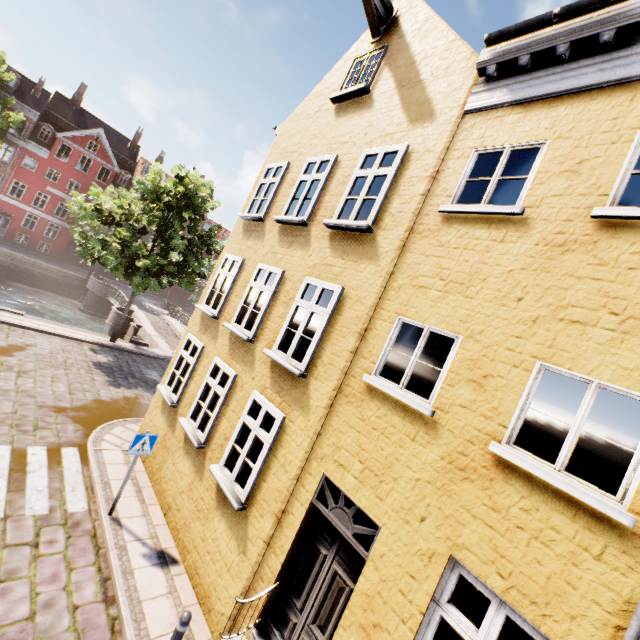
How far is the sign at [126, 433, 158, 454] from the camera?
6.80m

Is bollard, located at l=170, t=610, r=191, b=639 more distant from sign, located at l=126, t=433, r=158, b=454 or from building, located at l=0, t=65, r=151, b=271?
building, located at l=0, t=65, r=151, b=271

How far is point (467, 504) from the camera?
3.7m

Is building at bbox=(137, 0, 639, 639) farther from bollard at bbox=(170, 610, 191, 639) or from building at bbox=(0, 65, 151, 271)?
building at bbox=(0, 65, 151, 271)

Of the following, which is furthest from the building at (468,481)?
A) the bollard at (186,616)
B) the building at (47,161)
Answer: the building at (47,161)

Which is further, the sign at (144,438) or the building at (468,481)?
the sign at (144,438)

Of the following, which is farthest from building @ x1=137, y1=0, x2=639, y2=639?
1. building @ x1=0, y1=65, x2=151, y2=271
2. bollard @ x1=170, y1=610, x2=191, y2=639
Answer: building @ x1=0, y1=65, x2=151, y2=271
